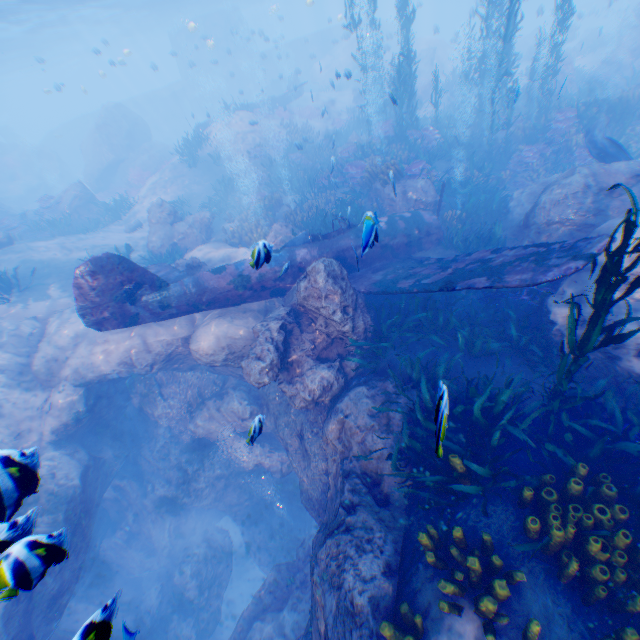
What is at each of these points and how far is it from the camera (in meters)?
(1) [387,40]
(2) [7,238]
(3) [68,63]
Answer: (1) submarine, 39.69
(2) rock, 14.89
(3) light, 56.56

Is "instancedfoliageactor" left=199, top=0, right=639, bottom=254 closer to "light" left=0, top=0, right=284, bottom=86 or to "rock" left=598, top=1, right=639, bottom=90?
"rock" left=598, top=1, right=639, bottom=90

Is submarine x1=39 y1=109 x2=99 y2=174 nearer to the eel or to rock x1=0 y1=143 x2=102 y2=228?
rock x1=0 y1=143 x2=102 y2=228

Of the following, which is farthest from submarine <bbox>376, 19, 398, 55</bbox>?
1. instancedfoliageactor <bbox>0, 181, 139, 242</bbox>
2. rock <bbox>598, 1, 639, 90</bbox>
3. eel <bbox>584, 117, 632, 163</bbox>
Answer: instancedfoliageactor <bbox>0, 181, 139, 242</bbox>

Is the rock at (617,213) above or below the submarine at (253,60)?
below

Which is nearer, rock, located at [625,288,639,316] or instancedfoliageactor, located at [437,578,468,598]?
instancedfoliageactor, located at [437,578,468,598]

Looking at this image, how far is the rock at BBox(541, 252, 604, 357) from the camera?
6.55m

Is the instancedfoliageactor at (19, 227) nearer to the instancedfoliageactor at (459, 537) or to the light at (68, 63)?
the instancedfoliageactor at (459, 537)
